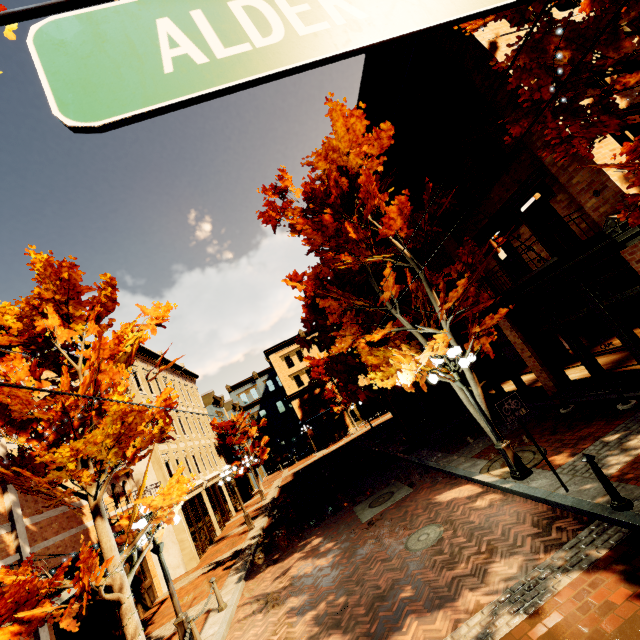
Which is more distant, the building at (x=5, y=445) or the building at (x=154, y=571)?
the building at (x=154, y=571)

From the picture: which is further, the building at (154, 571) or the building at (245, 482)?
the building at (245, 482)

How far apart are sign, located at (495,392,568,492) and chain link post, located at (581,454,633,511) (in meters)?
1.00

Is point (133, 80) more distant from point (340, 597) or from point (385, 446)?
point (385, 446)

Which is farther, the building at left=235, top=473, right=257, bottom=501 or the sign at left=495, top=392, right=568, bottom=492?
the building at left=235, top=473, right=257, bottom=501

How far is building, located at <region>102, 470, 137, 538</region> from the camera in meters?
13.3 m

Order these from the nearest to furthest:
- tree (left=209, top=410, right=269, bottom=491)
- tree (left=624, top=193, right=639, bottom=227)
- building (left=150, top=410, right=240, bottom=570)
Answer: tree (left=624, top=193, right=639, bottom=227) < building (left=150, top=410, right=240, bottom=570) < tree (left=209, top=410, right=269, bottom=491)

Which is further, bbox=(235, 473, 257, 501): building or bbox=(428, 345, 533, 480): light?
bbox=(235, 473, 257, 501): building
